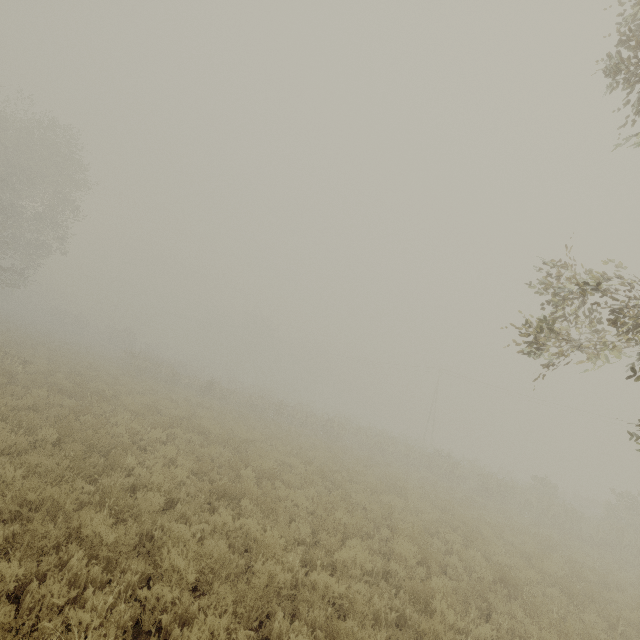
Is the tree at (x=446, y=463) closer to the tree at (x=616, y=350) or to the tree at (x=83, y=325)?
the tree at (x=83, y=325)

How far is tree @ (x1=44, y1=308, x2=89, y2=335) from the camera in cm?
5089

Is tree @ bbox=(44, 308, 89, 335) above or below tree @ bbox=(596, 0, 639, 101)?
below

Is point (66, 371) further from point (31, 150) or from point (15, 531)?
point (31, 150)

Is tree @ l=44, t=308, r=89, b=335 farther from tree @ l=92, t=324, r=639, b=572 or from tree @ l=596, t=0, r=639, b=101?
tree @ l=596, t=0, r=639, b=101

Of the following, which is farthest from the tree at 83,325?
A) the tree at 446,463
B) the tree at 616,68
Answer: the tree at 616,68
